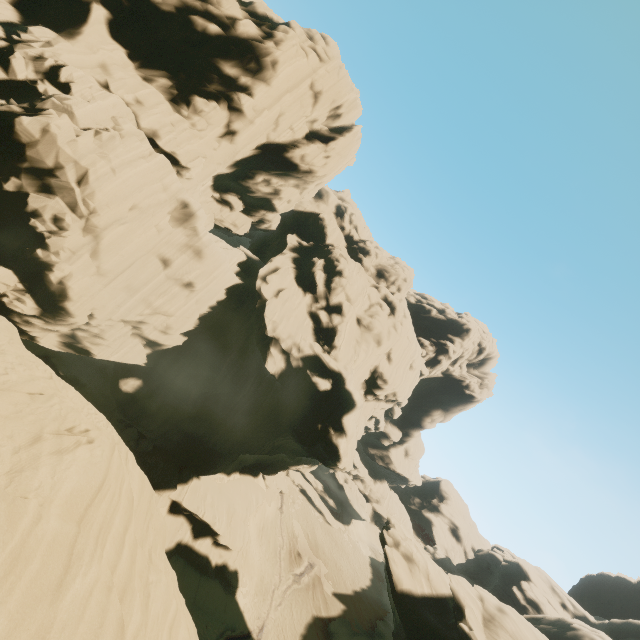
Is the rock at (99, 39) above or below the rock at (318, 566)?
above

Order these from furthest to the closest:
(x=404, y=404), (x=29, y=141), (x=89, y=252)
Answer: (x=404, y=404) < (x=89, y=252) < (x=29, y=141)

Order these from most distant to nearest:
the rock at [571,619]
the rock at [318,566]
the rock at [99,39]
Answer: the rock at [318,566]
the rock at [571,619]
the rock at [99,39]

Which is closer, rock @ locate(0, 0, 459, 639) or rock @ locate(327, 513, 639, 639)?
rock @ locate(0, 0, 459, 639)

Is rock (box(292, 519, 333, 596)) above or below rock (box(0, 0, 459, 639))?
below

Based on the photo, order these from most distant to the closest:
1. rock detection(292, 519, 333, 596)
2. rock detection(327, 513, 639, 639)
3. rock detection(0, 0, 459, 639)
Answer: rock detection(292, 519, 333, 596), rock detection(327, 513, 639, 639), rock detection(0, 0, 459, 639)
